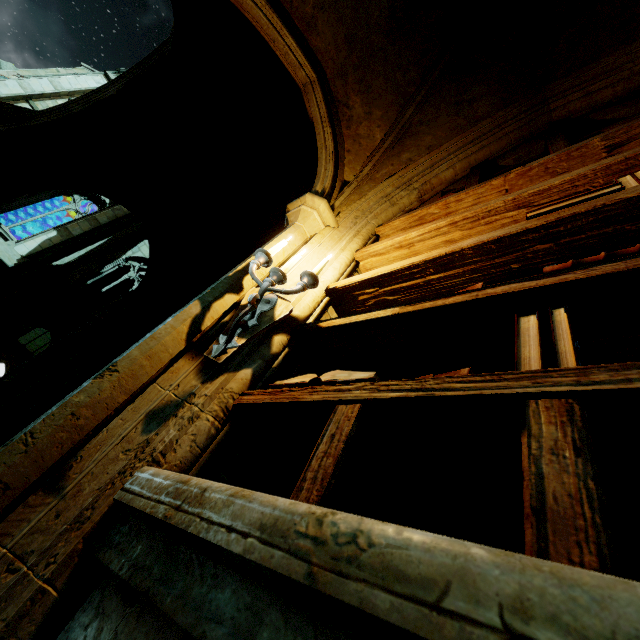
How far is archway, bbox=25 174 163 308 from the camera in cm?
507

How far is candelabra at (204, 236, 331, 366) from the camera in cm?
169

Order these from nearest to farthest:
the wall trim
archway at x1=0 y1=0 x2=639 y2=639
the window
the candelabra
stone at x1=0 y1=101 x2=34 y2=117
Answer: the wall trim, archway at x1=0 y1=0 x2=639 y2=639, the candelabra, stone at x1=0 y1=101 x2=34 y2=117, the window

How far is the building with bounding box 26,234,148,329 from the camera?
16.6 meters

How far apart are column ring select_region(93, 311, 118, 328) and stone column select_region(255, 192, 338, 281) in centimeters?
381cm

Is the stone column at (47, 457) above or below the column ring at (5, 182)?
below

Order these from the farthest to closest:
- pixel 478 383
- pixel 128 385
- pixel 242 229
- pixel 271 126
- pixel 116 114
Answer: pixel 242 229
pixel 271 126
pixel 116 114
pixel 128 385
pixel 478 383

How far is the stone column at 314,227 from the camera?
2.49m
